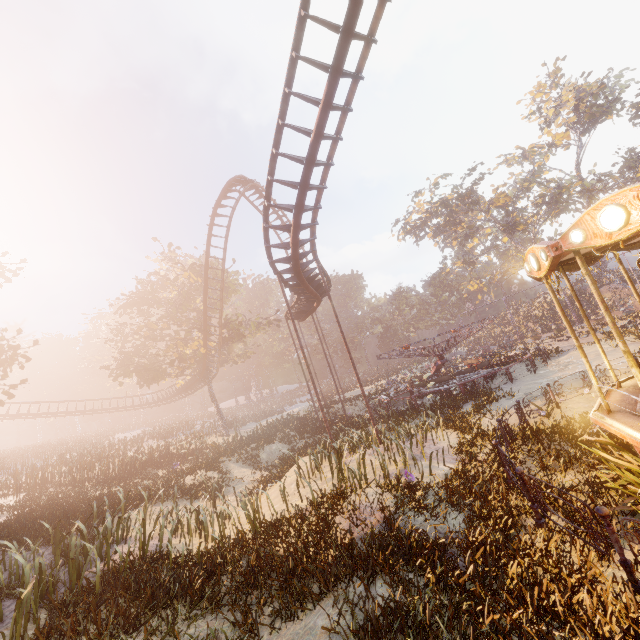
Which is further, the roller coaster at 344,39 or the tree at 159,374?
the tree at 159,374

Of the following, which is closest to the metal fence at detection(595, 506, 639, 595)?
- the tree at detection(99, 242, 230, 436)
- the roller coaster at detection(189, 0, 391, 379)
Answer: the roller coaster at detection(189, 0, 391, 379)

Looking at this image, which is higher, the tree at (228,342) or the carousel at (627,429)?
the tree at (228,342)

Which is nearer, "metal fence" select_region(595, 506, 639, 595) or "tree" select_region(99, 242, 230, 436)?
"metal fence" select_region(595, 506, 639, 595)

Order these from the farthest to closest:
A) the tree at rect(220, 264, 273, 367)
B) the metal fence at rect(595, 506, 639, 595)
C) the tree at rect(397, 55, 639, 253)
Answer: the tree at rect(397, 55, 639, 253) < the tree at rect(220, 264, 273, 367) < the metal fence at rect(595, 506, 639, 595)

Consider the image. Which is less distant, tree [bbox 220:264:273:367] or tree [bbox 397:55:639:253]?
tree [bbox 220:264:273:367]

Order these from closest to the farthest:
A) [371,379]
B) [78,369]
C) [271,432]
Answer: [271,432], [371,379], [78,369]

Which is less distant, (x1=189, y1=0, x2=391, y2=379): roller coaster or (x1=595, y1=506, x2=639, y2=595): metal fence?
(x1=595, y1=506, x2=639, y2=595): metal fence
